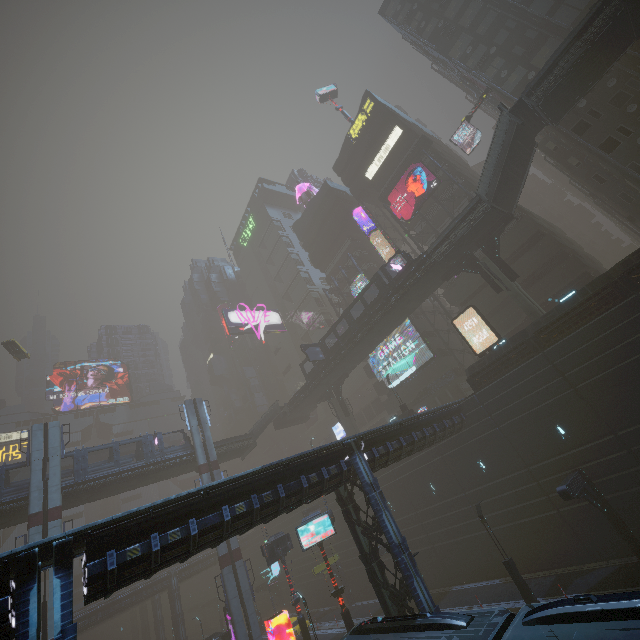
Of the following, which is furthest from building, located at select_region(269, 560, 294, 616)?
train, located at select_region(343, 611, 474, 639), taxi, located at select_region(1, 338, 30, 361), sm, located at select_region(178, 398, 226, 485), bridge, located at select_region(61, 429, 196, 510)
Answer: bridge, located at select_region(61, 429, 196, 510)

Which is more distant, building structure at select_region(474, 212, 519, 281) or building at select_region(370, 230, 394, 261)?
building at select_region(370, 230, 394, 261)

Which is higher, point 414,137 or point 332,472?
point 414,137

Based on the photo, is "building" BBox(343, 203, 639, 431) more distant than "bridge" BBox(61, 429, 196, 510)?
No

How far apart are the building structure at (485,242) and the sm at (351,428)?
25.7m

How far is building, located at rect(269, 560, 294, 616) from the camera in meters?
47.2 m

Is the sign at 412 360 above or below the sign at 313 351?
below

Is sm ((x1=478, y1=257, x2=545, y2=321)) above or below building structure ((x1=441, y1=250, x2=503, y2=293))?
below
